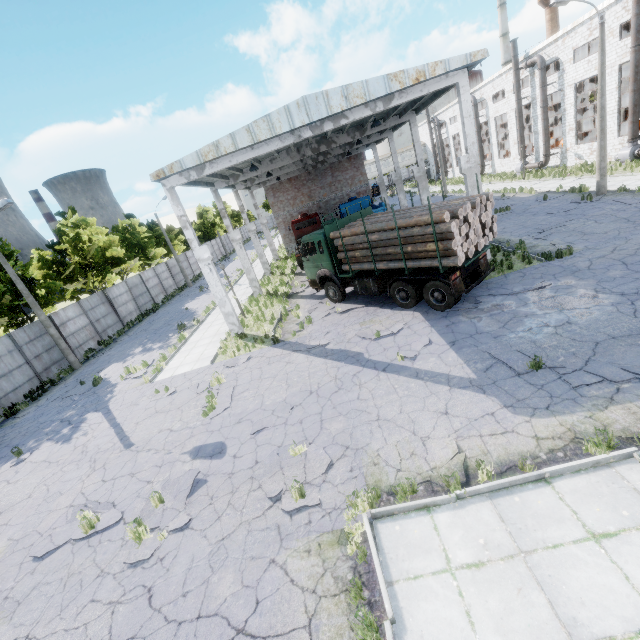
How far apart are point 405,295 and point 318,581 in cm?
1010

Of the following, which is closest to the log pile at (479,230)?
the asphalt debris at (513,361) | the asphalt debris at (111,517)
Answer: the asphalt debris at (513,361)

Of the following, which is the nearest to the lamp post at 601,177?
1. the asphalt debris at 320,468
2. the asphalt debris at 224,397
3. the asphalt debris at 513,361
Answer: the asphalt debris at 513,361

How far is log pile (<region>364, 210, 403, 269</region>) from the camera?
11.89m

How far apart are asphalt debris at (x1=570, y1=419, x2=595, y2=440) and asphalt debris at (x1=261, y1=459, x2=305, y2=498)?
4.71m

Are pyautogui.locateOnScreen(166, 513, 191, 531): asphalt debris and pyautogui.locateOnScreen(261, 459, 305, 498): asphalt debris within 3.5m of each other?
yes

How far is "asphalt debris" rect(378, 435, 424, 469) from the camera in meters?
6.5
